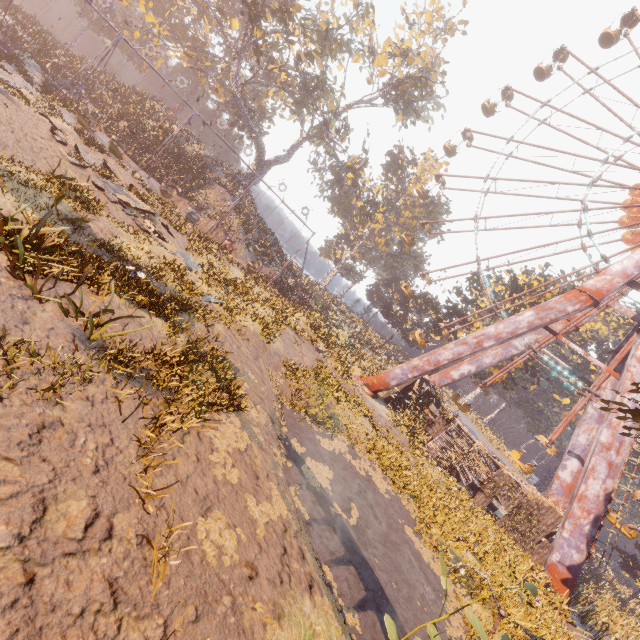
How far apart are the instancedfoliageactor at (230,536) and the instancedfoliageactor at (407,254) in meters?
51.2

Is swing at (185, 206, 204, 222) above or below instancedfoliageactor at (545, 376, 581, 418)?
below

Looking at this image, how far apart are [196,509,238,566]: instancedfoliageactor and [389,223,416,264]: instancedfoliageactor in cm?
5117

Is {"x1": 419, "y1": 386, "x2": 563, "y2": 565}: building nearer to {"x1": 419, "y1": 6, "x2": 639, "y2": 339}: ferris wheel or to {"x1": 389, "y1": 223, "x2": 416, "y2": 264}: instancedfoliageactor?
{"x1": 419, "y1": 6, "x2": 639, "y2": 339}: ferris wheel

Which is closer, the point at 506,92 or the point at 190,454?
the point at 190,454

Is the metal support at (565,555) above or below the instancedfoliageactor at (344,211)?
below

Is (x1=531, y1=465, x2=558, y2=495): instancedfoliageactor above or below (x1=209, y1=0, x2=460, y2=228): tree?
below

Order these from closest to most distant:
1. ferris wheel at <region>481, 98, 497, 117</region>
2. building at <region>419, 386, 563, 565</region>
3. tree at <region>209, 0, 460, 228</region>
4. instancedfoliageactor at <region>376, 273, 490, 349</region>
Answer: → building at <region>419, 386, 563, 565</region> → tree at <region>209, 0, 460, 228</region> → ferris wheel at <region>481, 98, 497, 117</region> → instancedfoliageactor at <region>376, 273, 490, 349</region>
